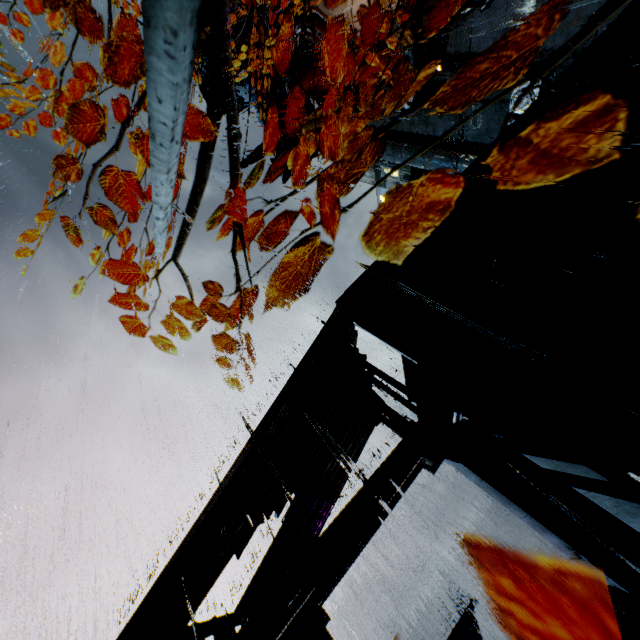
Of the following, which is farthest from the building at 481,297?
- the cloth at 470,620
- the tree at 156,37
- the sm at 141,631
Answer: the cloth at 470,620

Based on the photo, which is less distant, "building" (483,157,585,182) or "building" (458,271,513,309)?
"building" (458,271,513,309)

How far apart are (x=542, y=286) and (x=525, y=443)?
3.4 meters

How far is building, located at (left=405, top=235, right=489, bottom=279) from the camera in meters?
7.5

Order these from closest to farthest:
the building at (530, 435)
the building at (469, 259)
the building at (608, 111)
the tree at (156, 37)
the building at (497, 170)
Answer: the tree at (156, 37)
the building at (530, 435)
the building at (469, 259)
the building at (497, 170)
the building at (608, 111)

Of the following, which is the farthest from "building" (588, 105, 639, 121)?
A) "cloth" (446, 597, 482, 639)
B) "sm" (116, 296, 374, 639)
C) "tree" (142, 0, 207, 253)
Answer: "cloth" (446, 597, 482, 639)

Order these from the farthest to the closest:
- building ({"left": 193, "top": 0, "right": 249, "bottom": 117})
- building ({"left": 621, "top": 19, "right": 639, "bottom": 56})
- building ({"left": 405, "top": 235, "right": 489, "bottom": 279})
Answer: building ({"left": 193, "top": 0, "right": 249, "bottom": 117}), building ({"left": 621, "top": 19, "right": 639, "bottom": 56}), building ({"left": 405, "top": 235, "right": 489, "bottom": 279})
